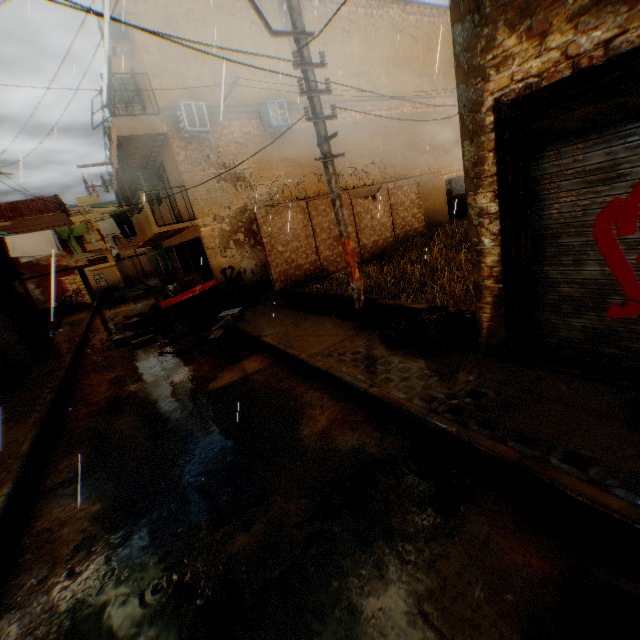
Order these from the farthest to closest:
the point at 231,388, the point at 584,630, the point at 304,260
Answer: the point at 304,260 < the point at 231,388 < the point at 584,630

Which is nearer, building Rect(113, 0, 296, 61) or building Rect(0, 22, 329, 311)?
building Rect(113, 0, 296, 61)

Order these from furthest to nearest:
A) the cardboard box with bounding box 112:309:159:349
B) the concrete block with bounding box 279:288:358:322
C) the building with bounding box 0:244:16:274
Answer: the building with bounding box 0:244:16:274
the cardboard box with bounding box 112:309:159:349
the concrete block with bounding box 279:288:358:322

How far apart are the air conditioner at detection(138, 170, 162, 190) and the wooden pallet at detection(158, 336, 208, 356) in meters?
7.5

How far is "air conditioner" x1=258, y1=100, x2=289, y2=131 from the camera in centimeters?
1173cm

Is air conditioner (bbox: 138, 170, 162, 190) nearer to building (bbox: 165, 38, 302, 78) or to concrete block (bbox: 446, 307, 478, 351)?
building (bbox: 165, 38, 302, 78)

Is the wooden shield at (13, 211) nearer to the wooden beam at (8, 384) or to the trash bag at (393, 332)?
the wooden beam at (8, 384)

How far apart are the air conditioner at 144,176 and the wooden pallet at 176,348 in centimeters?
748cm
